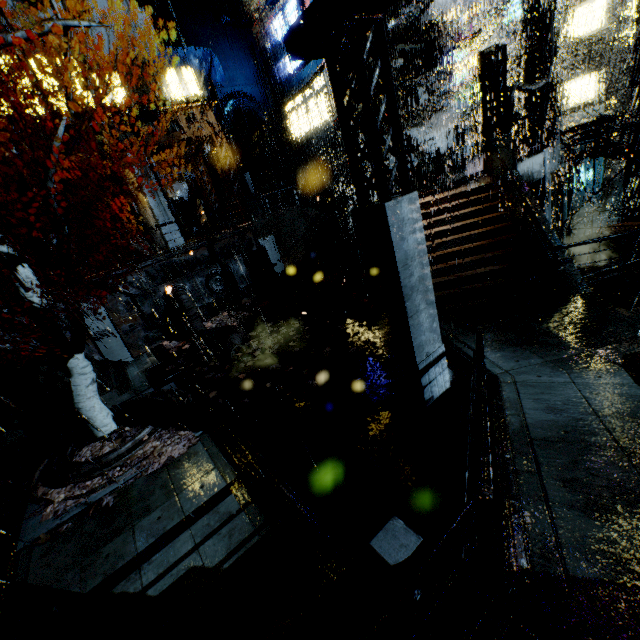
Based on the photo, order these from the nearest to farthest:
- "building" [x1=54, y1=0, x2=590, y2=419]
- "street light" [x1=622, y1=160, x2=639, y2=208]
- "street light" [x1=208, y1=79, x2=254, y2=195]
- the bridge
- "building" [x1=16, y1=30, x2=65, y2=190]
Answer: "building" [x1=54, y1=0, x2=590, y2=419] < "building" [x1=16, y1=30, x2=65, y2=190] < "street light" [x1=208, y1=79, x2=254, y2=195] < "street light" [x1=622, y1=160, x2=639, y2=208] < the bridge

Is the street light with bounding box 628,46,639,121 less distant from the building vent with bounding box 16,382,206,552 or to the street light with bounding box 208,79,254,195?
the street light with bounding box 208,79,254,195

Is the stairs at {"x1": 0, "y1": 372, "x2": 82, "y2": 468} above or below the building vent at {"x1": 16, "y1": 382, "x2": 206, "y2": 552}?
above

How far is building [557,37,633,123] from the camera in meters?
28.5 m

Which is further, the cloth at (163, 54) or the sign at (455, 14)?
the sign at (455, 14)

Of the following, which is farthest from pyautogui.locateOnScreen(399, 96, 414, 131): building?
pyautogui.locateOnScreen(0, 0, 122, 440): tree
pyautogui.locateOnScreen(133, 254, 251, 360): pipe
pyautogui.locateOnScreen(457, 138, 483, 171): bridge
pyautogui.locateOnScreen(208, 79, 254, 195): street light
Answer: pyautogui.locateOnScreen(0, 0, 122, 440): tree

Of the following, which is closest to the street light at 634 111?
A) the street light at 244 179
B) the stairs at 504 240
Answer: the stairs at 504 240

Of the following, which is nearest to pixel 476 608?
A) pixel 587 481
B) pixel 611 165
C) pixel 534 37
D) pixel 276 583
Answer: pixel 587 481
